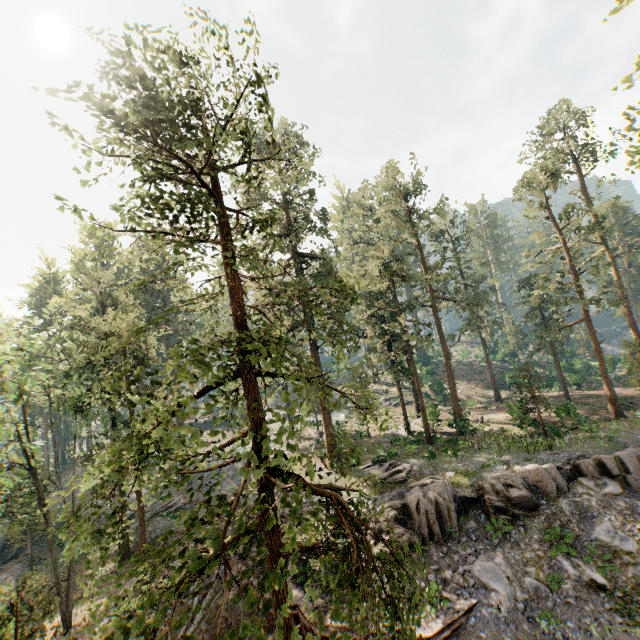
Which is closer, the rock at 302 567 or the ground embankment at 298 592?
the ground embankment at 298 592

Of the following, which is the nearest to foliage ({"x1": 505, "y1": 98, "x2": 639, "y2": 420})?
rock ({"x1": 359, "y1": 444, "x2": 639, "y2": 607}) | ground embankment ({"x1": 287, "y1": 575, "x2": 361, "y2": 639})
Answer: rock ({"x1": 359, "y1": 444, "x2": 639, "y2": 607})

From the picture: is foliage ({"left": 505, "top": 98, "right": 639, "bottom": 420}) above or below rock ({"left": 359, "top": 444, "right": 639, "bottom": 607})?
above

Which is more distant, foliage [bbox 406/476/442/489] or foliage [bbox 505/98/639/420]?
foliage [bbox 505/98/639/420]

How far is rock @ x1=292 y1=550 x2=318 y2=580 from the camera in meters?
17.8

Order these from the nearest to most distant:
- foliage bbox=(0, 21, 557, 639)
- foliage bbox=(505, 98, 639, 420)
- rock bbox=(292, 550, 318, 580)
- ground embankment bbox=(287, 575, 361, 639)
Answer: foliage bbox=(0, 21, 557, 639)
ground embankment bbox=(287, 575, 361, 639)
rock bbox=(292, 550, 318, 580)
foliage bbox=(505, 98, 639, 420)

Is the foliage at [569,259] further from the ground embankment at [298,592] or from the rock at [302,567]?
the ground embankment at [298,592]

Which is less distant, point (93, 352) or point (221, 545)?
point (221, 545)
